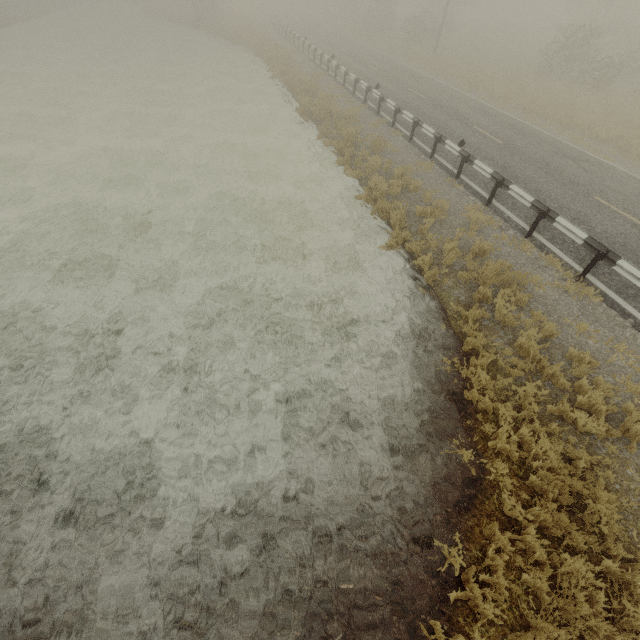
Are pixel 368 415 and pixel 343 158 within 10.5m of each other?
no
